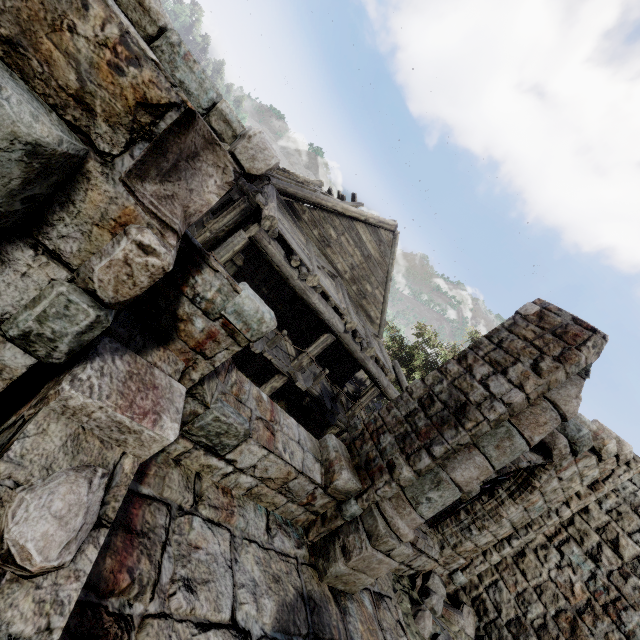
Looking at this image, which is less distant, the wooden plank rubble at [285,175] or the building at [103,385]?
the building at [103,385]

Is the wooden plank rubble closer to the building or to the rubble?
the building

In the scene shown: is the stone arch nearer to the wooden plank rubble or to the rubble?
the rubble

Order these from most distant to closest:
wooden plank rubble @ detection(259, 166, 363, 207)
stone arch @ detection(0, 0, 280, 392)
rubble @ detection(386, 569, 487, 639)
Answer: wooden plank rubble @ detection(259, 166, 363, 207)
rubble @ detection(386, 569, 487, 639)
stone arch @ detection(0, 0, 280, 392)

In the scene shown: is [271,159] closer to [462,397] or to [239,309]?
[239,309]

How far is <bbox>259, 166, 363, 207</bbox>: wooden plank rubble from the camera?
10.5m

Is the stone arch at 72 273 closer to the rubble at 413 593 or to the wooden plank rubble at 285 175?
the rubble at 413 593
